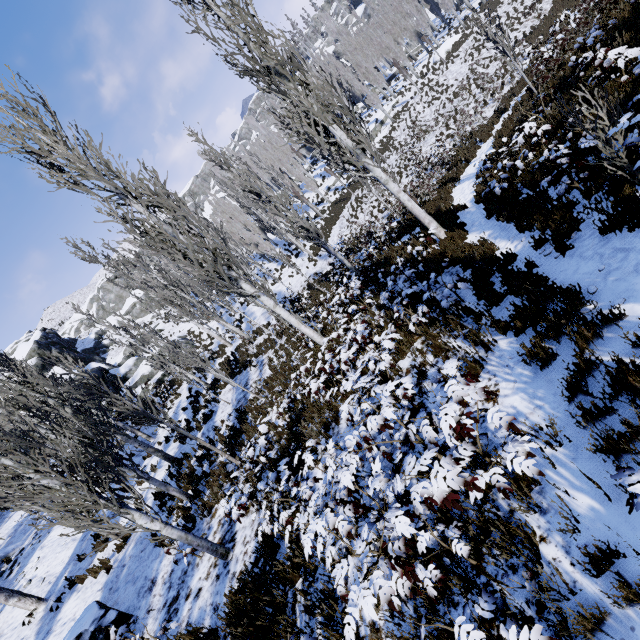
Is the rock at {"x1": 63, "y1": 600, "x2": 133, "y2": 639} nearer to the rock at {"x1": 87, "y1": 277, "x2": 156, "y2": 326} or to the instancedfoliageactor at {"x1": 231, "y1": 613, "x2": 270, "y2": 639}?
the instancedfoliageactor at {"x1": 231, "y1": 613, "x2": 270, "y2": 639}

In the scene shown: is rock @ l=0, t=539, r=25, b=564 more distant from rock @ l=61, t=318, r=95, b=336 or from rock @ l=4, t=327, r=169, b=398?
rock @ l=61, t=318, r=95, b=336

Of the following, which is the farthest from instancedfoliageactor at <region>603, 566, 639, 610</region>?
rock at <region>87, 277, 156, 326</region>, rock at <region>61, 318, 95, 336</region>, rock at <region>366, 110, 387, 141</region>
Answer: rock at <region>61, 318, 95, 336</region>

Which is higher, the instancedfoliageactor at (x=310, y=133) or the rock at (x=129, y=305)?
the rock at (x=129, y=305)

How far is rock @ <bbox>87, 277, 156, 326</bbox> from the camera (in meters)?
53.19

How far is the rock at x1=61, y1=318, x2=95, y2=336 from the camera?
56.69m

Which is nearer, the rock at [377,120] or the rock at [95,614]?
the rock at [95,614]

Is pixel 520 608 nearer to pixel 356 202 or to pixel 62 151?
pixel 62 151
